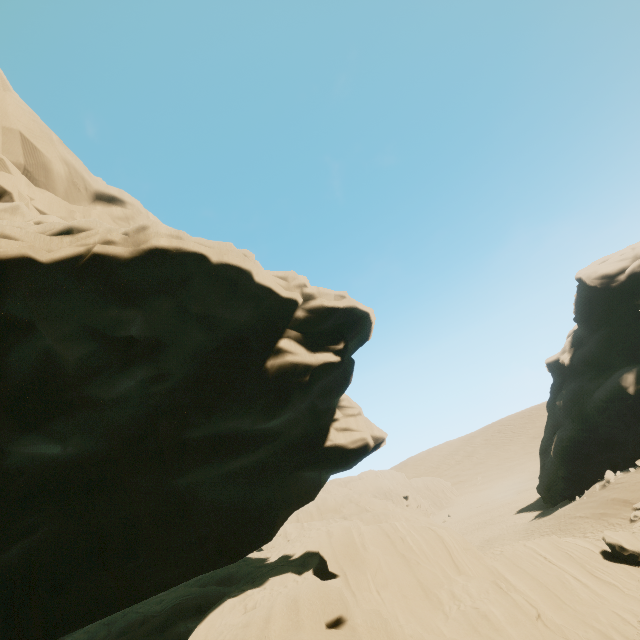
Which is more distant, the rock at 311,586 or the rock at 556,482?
the rock at 556,482

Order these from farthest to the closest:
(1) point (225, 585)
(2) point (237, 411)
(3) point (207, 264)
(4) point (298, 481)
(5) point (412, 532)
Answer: (5) point (412, 532)
(1) point (225, 585)
(4) point (298, 481)
(2) point (237, 411)
(3) point (207, 264)

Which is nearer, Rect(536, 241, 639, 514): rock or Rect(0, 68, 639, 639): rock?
Rect(0, 68, 639, 639): rock
